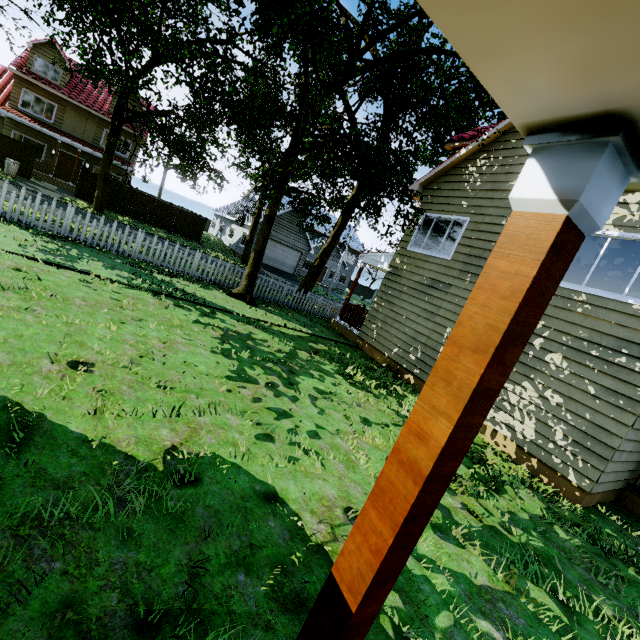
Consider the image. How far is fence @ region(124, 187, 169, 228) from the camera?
24.1 meters

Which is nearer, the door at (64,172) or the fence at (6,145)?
the fence at (6,145)

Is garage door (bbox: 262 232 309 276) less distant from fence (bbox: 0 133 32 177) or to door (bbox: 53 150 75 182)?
fence (bbox: 0 133 32 177)

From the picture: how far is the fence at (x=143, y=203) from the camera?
24.1m

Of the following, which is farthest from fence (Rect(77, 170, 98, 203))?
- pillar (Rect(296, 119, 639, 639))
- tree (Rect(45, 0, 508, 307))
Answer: pillar (Rect(296, 119, 639, 639))

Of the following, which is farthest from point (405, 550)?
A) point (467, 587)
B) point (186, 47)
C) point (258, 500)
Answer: point (186, 47)

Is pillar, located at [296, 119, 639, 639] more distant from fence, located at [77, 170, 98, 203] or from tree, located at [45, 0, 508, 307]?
fence, located at [77, 170, 98, 203]

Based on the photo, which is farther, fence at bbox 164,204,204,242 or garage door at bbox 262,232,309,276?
garage door at bbox 262,232,309,276
